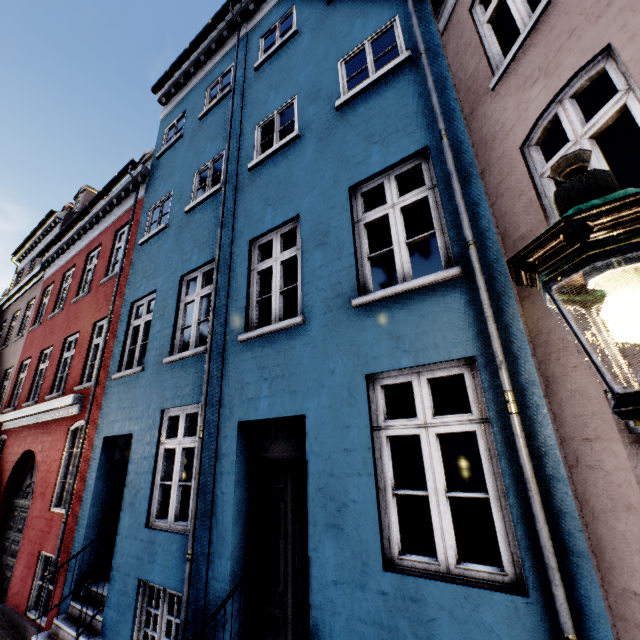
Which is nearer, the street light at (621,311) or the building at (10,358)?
the street light at (621,311)

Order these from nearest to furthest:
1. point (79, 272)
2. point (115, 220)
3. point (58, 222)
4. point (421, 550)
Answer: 1. point (421, 550)
2. point (115, 220)
3. point (79, 272)
4. point (58, 222)

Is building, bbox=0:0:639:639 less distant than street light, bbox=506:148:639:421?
No
